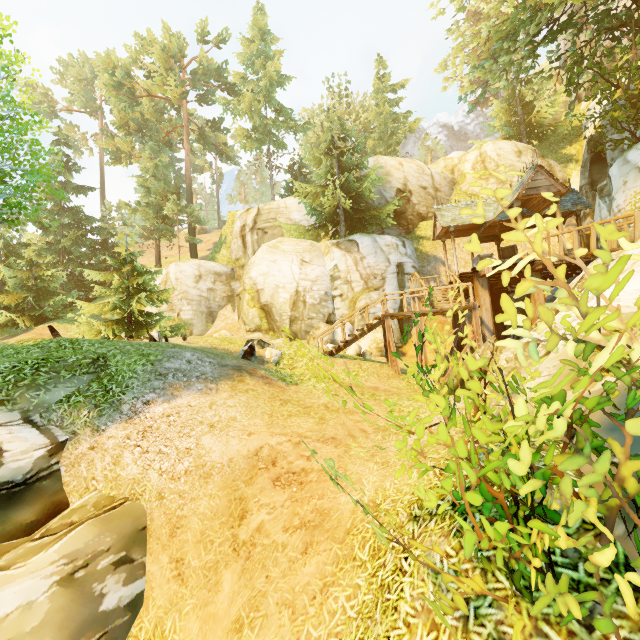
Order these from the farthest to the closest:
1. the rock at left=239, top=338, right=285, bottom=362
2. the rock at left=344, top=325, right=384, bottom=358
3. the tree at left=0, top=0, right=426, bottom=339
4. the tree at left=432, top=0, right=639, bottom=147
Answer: the rock at left=344, top=325, right=384, bottom=358 → the tree at left=0, top=0, right=426, bottom=339 → the tree at left=432, top=0, right=639, bottom=147 → the rock at left=239, top=338, right=285, bottom=362

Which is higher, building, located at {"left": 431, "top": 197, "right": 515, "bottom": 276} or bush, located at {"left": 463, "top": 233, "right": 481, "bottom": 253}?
building, located at {"left": 431, "top": 197, "right": 515, "bottom": 276}

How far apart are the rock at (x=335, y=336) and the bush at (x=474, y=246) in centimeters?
1516cm

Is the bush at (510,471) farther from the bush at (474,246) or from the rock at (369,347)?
the rock at (369,347)

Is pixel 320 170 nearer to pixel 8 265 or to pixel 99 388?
pixel 99 388

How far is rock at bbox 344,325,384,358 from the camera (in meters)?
16.36

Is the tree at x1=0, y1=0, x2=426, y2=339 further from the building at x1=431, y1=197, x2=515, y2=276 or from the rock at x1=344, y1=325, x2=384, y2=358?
the rock at x1=344, y1=325, x2=384, y2=358

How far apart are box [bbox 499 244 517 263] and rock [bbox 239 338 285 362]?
13.7 meters
